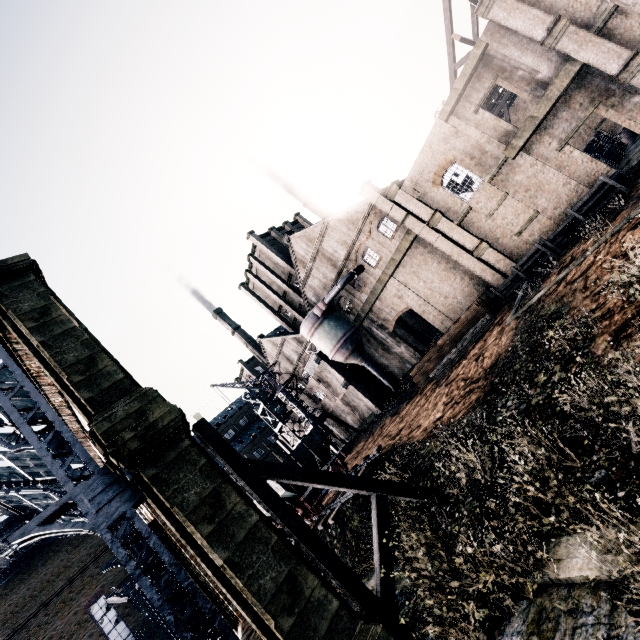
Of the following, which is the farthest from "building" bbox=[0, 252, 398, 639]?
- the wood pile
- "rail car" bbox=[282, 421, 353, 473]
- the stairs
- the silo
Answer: "rail car" bbox=[282, 421, 353, 473]

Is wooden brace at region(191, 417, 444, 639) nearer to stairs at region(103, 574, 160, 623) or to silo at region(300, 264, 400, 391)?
silo at region(300, 264, 400, 391)

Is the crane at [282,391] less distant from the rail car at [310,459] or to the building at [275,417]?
the building at [275,417]

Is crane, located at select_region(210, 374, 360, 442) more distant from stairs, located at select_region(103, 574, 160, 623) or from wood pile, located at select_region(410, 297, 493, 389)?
stairs, located at select_region(103, 574, 160, 623)

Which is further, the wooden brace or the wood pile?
the wood pile

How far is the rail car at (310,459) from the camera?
20.9 meters

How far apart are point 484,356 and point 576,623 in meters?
15.1

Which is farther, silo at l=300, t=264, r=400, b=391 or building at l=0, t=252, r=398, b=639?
silo at l=300, t=264, r=400, b=391
